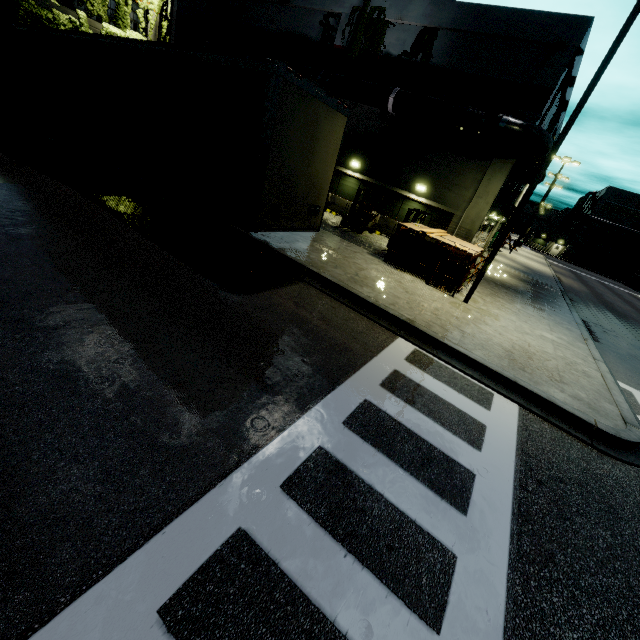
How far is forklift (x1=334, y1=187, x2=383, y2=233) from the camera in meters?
16.7

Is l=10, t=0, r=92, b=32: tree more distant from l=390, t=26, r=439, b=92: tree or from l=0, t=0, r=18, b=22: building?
l=390, t=26, r=439, b=92: tree

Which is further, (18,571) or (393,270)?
(393,270)

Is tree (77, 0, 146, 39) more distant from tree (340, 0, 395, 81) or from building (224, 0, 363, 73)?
tree (340, 0, 395, 81)

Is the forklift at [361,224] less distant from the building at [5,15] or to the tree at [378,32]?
the building at [5,15]

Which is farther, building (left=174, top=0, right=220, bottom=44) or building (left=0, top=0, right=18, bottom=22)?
building (left=174, top=0, right=220, bottom=44)

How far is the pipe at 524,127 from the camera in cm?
1412

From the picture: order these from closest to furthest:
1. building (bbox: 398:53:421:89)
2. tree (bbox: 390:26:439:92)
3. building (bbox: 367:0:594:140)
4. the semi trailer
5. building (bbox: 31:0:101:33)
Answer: the semi trailer, building (bbox: 31:0:101:33), building (bbox: 367:0:594:140), tree (bbox: 390:26:439:92), building (bbox: 398:53:421:89)
